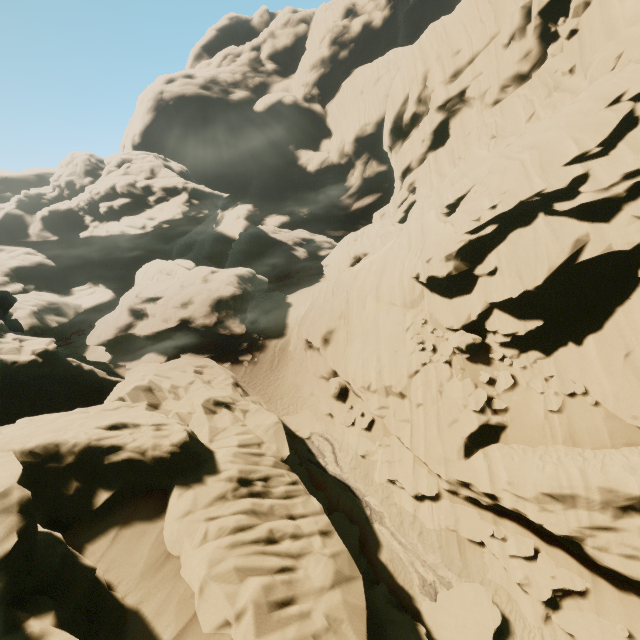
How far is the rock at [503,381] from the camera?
14.4m

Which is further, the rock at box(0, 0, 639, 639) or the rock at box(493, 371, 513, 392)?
the rock at box(493, 371, 513, 392)

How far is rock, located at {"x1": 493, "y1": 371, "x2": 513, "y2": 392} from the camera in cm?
1443

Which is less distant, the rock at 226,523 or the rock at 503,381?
the rock at 226,523

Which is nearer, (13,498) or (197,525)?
(13,498)
